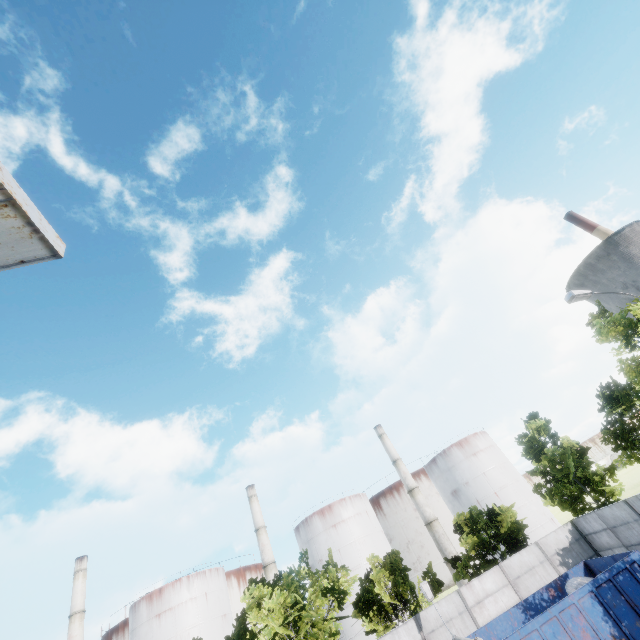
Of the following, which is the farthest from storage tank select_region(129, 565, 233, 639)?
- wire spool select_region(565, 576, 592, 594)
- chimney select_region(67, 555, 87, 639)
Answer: wire spool select_region(565, 576, 592, 594)

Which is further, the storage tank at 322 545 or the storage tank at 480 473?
the storage tank at 480 473

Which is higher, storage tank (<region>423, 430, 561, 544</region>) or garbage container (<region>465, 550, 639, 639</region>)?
storage tank (<region>423, 430, 561, 544</region>)

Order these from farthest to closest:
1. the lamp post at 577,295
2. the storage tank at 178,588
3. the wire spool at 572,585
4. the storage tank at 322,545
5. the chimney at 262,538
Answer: the chimney at 262,538
the storage tank at 322,545
the storage tank at 178,588
the wire spool at 572,585
the lamp post at 577,295

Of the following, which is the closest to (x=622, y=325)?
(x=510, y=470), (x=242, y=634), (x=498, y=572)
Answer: (x=498, y=572)

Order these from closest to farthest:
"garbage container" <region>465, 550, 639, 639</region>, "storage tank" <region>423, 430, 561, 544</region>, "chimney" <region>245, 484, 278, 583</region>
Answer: "garbage container" <region>465, 550, 639, 639</region>, "chimney" <region>245, 484, 278, 583</region>, "storage tank" <region>423, 430, 561, 544</region>

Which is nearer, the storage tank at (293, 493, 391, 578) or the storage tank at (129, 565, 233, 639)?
the storage tank at (129, 565, 233, 639)

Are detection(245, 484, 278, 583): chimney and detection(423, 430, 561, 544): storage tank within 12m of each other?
no
